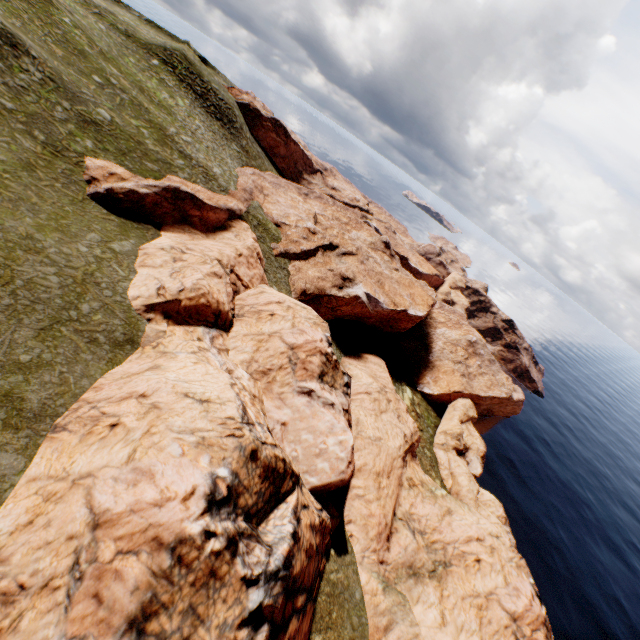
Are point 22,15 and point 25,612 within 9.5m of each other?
→ no
